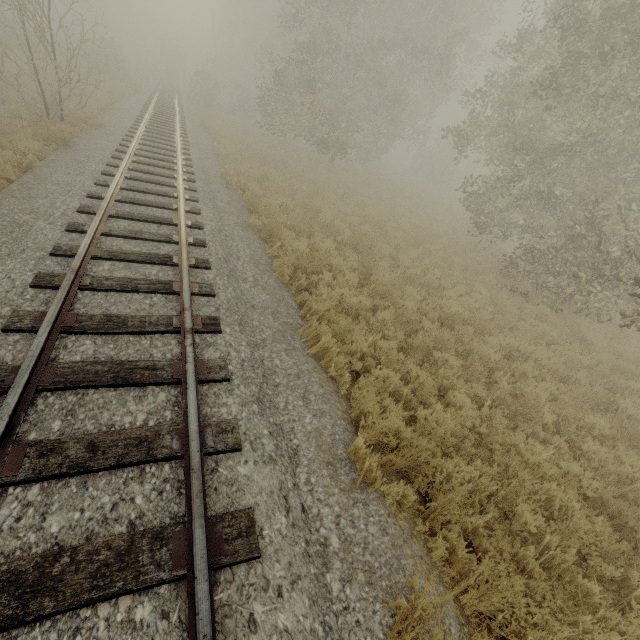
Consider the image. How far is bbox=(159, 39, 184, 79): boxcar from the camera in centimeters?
4904cm

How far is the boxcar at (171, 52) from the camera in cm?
→ 4904

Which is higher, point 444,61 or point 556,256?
point 444,61
